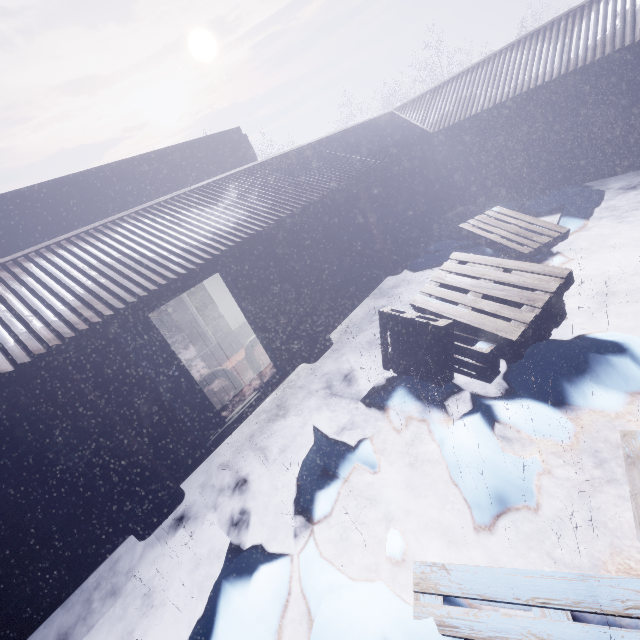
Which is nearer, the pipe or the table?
the pipe

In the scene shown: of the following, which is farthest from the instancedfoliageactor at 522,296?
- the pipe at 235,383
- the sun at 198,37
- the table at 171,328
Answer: the sun at 198,37

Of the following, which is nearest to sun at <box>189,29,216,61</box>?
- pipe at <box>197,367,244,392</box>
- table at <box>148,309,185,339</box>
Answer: table at <box>148,309,185,339</box>

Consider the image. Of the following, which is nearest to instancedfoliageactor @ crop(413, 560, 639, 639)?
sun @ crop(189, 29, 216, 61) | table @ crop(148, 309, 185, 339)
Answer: table @ crop(148, 309, 185, 339)

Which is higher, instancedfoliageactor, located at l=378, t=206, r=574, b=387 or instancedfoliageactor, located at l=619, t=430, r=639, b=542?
Answer: instancedfoliageactor, located at l=378, t=206, r=574, b=387

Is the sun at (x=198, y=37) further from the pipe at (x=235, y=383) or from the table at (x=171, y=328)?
the pipe at (x=235, y=383)

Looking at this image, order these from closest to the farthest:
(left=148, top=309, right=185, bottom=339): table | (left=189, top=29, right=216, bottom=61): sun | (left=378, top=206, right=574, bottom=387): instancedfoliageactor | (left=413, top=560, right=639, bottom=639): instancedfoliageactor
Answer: (left=413, top=560, right=639, bottom=639): instancedfoliageactor
(left=378, top=206, right=574, bottom=387): instancedfoliageactor
(left=148, top=309, right=185, bottom=339): table
(left=189, top=29, right=216, bottom=61): sun

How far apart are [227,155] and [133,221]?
4.3m
